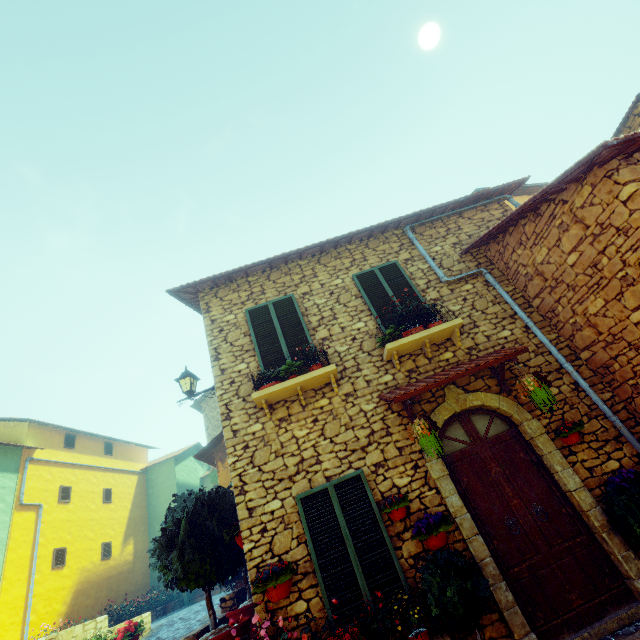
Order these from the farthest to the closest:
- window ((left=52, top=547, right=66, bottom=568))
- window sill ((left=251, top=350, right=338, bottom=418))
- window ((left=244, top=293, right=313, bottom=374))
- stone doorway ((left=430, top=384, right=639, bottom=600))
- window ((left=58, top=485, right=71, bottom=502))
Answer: window ((left=58, top=485, right=71, bottom=502)) → window ((left=52, top=547, right=66, bottom=568)) → window ((left=244, top=293, right=313, bottom=374)) → window sill ((left=251, top=350, right=338, bottom=418)) → stone doorway ((left=430, top=384, right=639, bottom=600))

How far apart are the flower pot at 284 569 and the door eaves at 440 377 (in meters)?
Result: 2.60

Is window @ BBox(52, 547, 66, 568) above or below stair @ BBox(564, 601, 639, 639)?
above

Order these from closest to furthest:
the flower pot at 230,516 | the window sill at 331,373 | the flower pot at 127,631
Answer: the flower pot at 230,516, the window sill at 331,373, the flower pot at 127,631

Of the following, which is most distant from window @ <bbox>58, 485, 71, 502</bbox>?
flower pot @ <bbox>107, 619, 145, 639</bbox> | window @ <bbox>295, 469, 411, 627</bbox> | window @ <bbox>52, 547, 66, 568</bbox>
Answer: window @ <bbox>295, 469, 411, 627</bbox>

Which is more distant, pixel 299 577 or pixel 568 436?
pixel 568 436

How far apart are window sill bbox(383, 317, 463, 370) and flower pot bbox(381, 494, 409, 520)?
2.10m

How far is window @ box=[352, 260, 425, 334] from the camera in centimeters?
665cm
